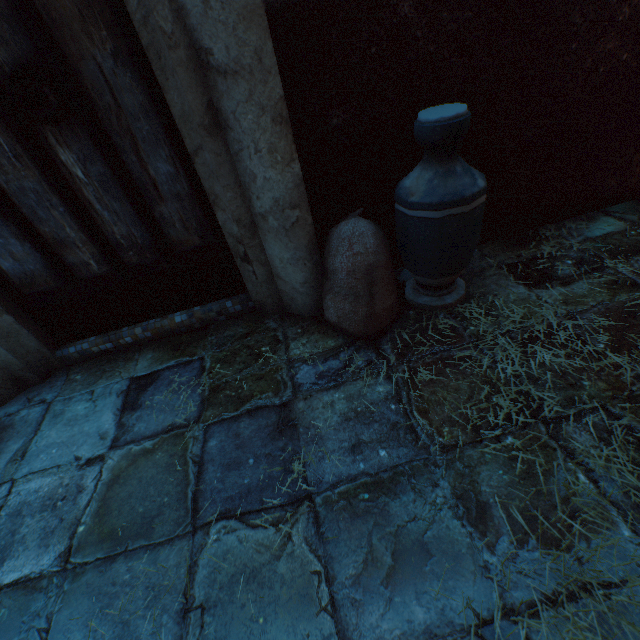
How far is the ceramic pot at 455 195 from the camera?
1.3 meters

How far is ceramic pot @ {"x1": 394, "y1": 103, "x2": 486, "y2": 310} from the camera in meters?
1.3 m

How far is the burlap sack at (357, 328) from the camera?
1.6m

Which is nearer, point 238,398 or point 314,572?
point 314,572

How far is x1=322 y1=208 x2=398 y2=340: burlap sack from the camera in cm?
156
